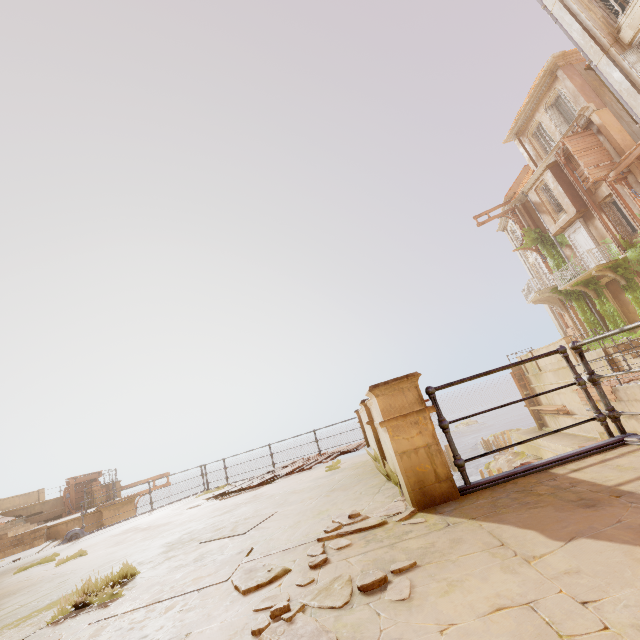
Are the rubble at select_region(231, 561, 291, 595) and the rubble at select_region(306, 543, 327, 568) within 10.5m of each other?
yes

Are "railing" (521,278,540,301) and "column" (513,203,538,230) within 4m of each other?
yes

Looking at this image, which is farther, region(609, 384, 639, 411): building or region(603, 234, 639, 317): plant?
region(603, 234, 639, 317): plant

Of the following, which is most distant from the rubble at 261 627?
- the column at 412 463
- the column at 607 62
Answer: the column at 607 62

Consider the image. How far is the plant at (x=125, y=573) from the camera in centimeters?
309cm

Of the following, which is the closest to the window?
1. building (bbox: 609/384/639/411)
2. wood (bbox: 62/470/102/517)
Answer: building (bbox: 609/384/639/411)

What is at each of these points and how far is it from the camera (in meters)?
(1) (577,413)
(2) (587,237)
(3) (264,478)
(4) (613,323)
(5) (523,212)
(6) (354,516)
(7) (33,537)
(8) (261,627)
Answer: (1) building, 19.56
(2) door, 21.17
(3) wood, 9.28
(4) plant, 20.89
(5) column, 25.95
(6) rubble, 3.22
(7) stairs, 12.47
(8) rubble, 1.77

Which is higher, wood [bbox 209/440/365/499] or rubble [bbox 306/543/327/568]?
wood [bbox 209/440/365/499]
